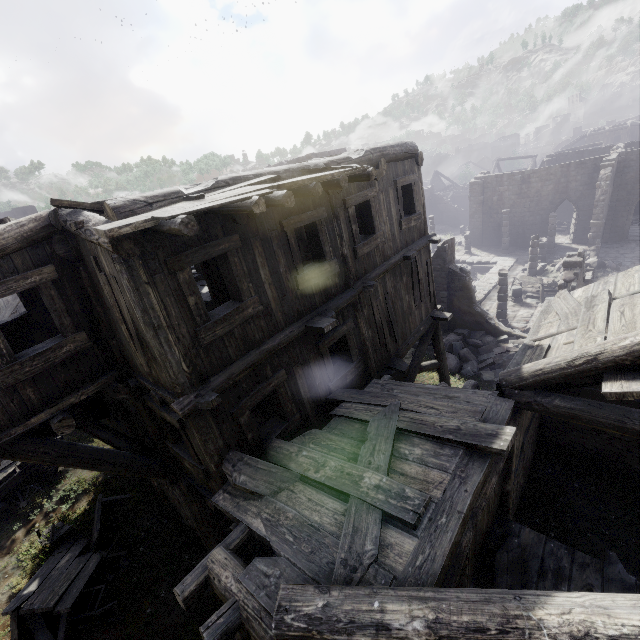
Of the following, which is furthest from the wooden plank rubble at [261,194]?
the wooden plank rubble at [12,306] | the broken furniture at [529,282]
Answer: the broken furniture at [529,282]

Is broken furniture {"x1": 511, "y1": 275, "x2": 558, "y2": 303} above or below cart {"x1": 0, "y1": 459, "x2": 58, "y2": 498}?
below

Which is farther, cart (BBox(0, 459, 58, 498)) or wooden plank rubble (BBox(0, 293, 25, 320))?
wooden plank rubble (BBox(0, 293, 25, 320))

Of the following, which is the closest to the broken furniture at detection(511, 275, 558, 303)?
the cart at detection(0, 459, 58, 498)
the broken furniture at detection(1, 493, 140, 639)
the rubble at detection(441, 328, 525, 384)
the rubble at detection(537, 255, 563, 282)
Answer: the rubble at detection(537, 255, 563, 282)

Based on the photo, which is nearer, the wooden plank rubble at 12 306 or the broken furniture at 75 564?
the broken furniture at 75 564

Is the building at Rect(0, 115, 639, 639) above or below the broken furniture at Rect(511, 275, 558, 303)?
above

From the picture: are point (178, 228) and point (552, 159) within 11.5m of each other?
no

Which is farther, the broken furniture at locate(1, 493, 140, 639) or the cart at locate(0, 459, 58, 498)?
the cart at locate(0, 459, 58, 498)
